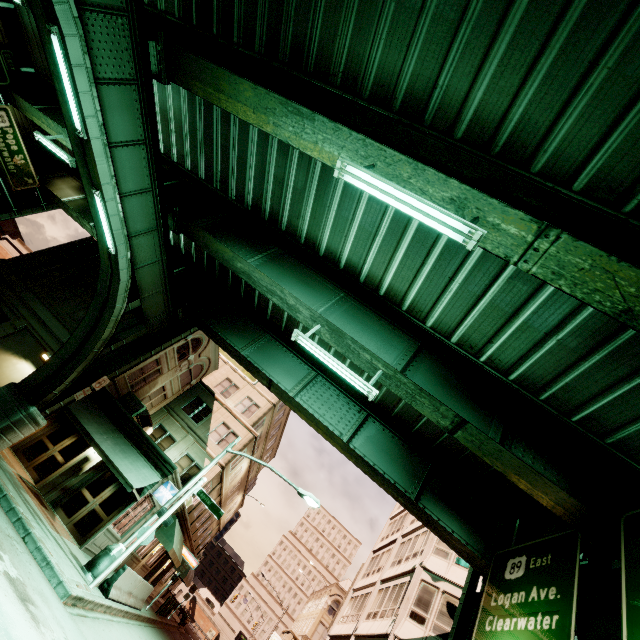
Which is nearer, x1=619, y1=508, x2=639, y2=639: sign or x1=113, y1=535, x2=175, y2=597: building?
x1=619, y1=508, x2=639, y2=639: sign

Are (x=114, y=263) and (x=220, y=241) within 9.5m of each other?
yes

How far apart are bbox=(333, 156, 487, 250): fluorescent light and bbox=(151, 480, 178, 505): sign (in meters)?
17.56

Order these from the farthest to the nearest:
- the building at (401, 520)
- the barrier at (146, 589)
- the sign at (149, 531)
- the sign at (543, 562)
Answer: the building at (401, 520), the barrier at (146, 589), the sign at (149, 531), the sign at (543, 562)

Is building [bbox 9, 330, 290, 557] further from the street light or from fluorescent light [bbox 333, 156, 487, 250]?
fluorescent light [bbox 333, 156, 487, 250]

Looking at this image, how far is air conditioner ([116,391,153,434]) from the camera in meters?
19.8

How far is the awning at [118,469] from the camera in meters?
15.4 m

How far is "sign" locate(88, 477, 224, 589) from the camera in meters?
11.4 m
